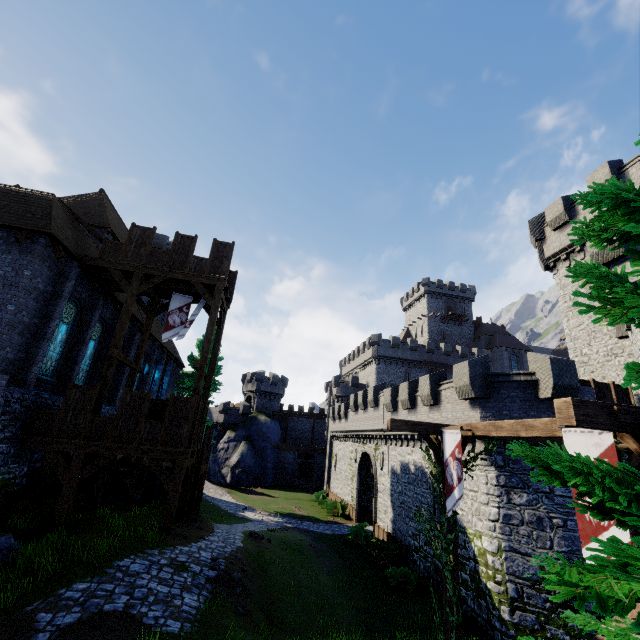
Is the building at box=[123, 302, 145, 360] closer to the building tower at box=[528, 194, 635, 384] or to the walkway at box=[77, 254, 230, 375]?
the walkway at box=[77, 254, 230, 375]

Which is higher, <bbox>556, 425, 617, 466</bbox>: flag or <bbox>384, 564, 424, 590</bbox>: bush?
<bbox>556, 425, 617, 466</bbox>: flag

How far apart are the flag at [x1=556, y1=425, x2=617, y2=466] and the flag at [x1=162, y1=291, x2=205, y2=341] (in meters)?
16.39

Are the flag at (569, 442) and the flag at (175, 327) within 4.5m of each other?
no

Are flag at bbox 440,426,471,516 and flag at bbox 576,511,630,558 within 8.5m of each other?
yes

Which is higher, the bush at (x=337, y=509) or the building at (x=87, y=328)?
the building at (x=87, y=328)

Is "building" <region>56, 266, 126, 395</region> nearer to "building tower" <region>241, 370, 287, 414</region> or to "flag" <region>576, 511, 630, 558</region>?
"flag" <region>576, 511, 630, 558</region>

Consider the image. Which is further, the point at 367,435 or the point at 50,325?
the point at 367,435
